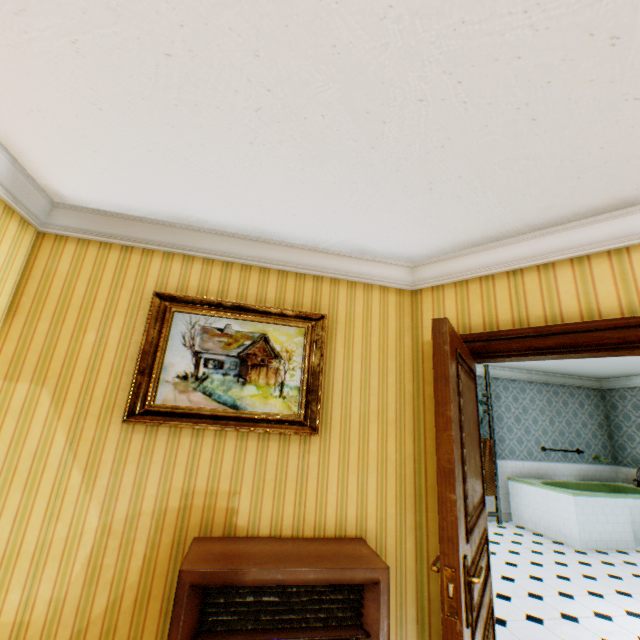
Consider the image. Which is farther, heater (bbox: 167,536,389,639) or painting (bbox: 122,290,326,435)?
painting (bbox: 122,290,326,435)

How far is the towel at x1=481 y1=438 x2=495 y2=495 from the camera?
6.5 meters

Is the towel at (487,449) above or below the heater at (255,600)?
above

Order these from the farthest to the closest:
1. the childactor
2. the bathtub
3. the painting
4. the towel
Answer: the towel
the bathtub
the painting
the childactor

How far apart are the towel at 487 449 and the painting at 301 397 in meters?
5.3 m

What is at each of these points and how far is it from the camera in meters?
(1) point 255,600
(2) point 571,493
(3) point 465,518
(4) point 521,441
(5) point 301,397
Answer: Answer:
(1) heater, 1.8 m
(2) bathtub, 5.5 m
(3) childactor, 1.5 m
(4) building, 7.2 m
(5) painting, 2.5 m

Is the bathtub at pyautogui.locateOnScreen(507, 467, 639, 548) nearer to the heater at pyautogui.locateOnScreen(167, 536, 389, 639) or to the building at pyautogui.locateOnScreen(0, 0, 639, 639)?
the building at pyautogui.locateOnScreen(0, 0, 639, 639)

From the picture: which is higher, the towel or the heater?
the towel
